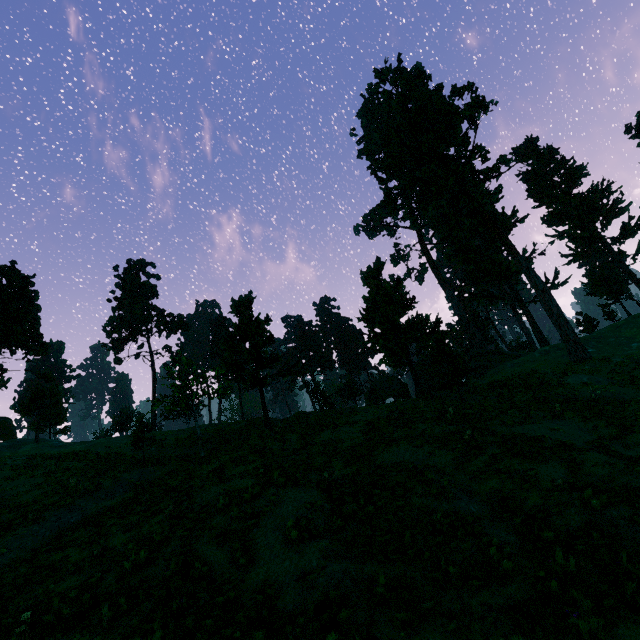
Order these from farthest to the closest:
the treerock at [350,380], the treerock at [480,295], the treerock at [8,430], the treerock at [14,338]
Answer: the treerock at [480,295]
the treerock at [8,430]
the treerock at [350,380]
the treerock at [14,338]

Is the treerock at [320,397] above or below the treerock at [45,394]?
below

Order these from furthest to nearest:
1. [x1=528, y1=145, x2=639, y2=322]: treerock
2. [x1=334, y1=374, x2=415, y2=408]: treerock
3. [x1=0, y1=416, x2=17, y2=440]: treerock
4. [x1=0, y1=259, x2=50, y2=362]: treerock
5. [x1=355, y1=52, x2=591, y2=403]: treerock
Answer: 1. [x1=528, y1=145, x2=639, y2=322]: treerock
2. [x1=0, y1=416, x2=17, y2=440]: treerock
3. [x1=334, y1=374, x2=415, y2=408]: treerock
4. [x1=0, y1=259, x2=50, y2=362]: treerock
5. [x1=355, y1=52, x2=591, y2=403]: treerock

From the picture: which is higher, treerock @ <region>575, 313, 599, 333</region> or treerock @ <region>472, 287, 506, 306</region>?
treerock @ <region>472, 287, 506, 306</region>

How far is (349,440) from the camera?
17.9m

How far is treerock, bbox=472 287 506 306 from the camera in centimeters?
5753cm
